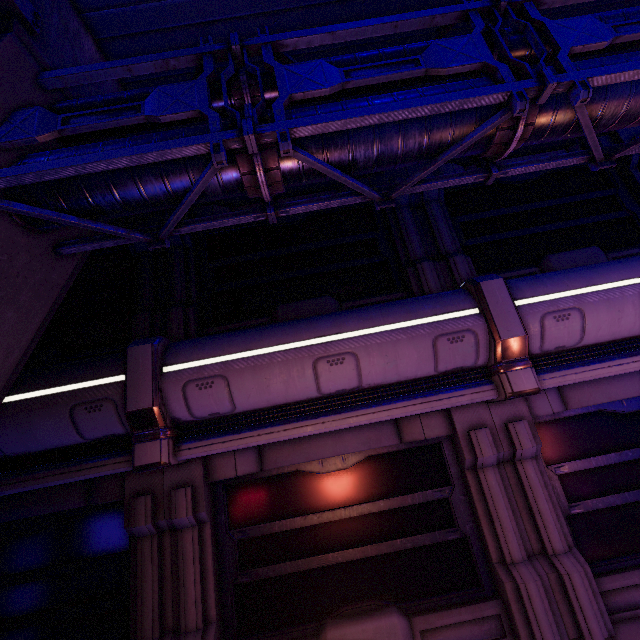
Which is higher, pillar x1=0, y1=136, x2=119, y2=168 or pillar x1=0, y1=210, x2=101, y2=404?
pillar x1=0, y1=136, x2=119, y2=168

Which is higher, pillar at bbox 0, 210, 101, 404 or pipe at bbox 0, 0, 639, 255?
pipe at bbox 0, 0, 639, 255

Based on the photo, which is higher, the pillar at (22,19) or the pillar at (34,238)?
the pillar at (22,19)

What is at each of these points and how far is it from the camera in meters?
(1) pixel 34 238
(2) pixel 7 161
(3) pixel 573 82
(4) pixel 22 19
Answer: (1) pillar, 3.2 m
(2) pillar, 2.8 m
(3) pipe, 2.7 m
(4) pillar, 2.7 m
